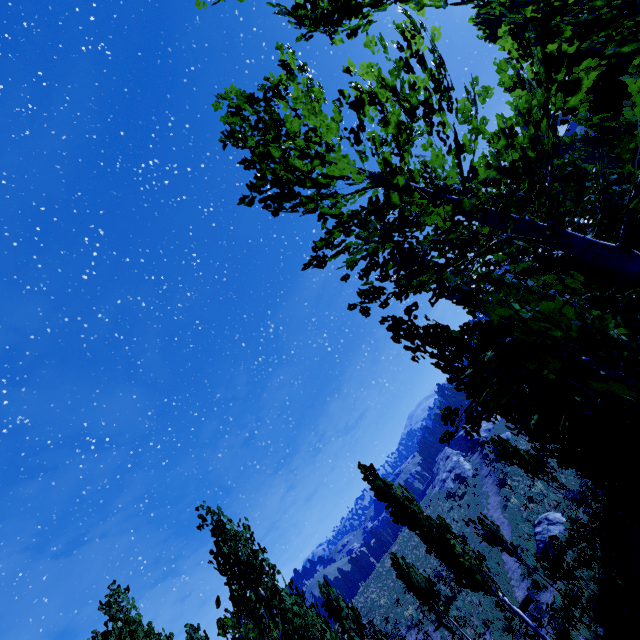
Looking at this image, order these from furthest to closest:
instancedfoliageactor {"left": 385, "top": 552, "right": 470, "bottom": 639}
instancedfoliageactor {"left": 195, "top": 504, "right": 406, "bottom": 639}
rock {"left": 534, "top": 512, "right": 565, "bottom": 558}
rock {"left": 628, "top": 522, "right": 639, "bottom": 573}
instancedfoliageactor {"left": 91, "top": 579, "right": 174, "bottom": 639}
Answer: rock {"left": 534, "top": 512, "right": 565, "bottom": 558} < instancedfoliageactor {"left": 385, "top": 552, "right": 470, "bottom": 639} < rock {"left": 628, "top": 522, "right": 639, "bottom": 573} < instancedfoliageactor {"left": 91, "top": 579, "right": 174, "bottom": 639} < instancedfoliageactor {"left": 195, "top": 504, "right": 406, "bottom": 639}

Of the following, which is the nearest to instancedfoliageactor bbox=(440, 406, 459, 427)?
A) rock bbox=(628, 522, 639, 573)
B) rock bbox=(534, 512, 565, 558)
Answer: rock bbox=(628, 522, 639, 573)

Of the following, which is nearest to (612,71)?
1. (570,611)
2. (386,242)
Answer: (386,242)

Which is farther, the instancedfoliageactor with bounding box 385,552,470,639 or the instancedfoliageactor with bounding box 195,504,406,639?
the instancedfoliageactor with bounding box 385,552,470,639

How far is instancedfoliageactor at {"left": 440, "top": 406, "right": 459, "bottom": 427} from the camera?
4.13m

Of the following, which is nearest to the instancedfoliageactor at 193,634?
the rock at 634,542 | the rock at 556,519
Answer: the rock at 634,542

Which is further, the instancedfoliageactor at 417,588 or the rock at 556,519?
the rock at 556,519

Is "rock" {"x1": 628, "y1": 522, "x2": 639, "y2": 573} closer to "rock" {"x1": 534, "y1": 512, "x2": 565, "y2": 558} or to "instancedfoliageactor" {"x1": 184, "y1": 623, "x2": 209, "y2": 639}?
"instancedfoliageactor" {"x1": 184, "y1": 623, "x2": 209, "y2": 639}
